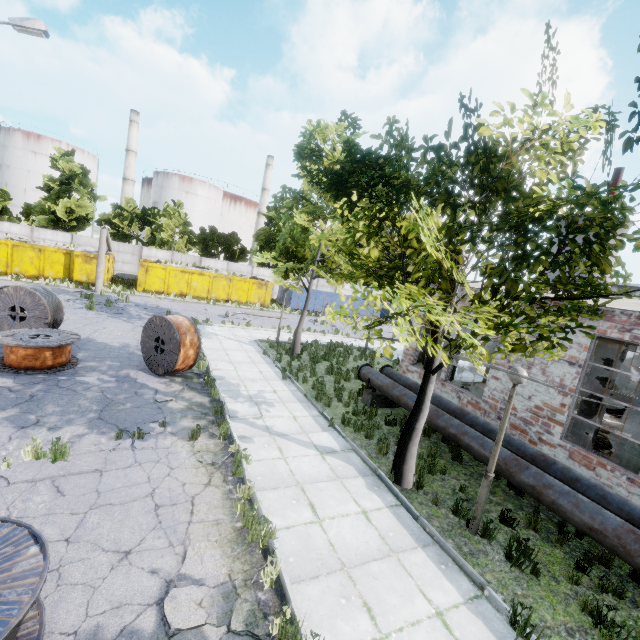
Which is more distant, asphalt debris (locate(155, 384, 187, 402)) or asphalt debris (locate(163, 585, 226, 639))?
asphalt debris (locate(155, 384, 187, 402))

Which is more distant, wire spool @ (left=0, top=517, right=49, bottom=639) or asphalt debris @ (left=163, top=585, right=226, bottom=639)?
asphalt debris @ (left=163, top=585, right=226, bottom=639)

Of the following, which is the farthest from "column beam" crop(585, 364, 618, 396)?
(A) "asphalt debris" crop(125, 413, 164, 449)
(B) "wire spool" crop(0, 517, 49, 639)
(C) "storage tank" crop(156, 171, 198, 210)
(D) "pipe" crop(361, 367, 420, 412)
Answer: (C) "storage tank" crop(156, 171, 198, 210)

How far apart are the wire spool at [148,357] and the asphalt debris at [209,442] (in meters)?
3.51

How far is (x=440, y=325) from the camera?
6.9 meters

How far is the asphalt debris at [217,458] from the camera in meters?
7.0 m

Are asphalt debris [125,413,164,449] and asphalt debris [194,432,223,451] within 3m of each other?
yes

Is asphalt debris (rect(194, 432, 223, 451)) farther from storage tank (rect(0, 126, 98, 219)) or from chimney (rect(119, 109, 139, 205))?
storage tank (rect(0, 126, 98, 219))
